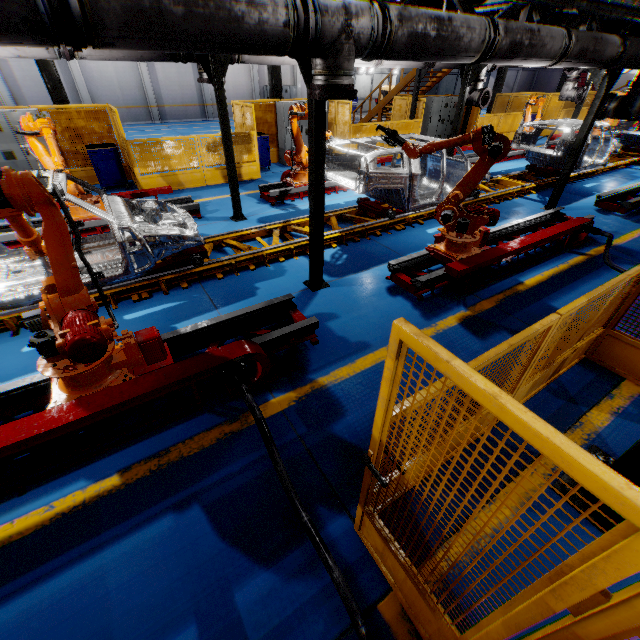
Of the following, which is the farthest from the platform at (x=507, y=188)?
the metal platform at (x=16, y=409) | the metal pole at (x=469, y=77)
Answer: the metal platform at (x=16, y=409)

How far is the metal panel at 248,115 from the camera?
10.8m

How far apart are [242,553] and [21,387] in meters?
3.0 m

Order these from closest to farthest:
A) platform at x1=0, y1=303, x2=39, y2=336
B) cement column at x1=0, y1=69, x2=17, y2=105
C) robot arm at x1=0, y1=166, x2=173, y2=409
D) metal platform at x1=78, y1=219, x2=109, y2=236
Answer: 1. robot arm at x1=0, y1=166, x2=173, y2=409
2. platform at x1=0, y1=303, x2=39, y2=336
3. metal platform at x1=78, y1=219, x2=109, y2=236
4. cement column at x1=0, y1=69, x2=17, y2=105

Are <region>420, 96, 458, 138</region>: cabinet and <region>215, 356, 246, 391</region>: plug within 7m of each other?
no

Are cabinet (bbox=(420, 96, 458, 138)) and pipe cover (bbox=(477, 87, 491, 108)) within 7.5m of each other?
yes

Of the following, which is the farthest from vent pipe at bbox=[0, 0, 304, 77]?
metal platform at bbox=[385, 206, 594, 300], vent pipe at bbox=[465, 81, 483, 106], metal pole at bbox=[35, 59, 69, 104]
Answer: metal pole at bbox=[35, 59, 69, 104]

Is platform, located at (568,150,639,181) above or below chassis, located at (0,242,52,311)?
below
